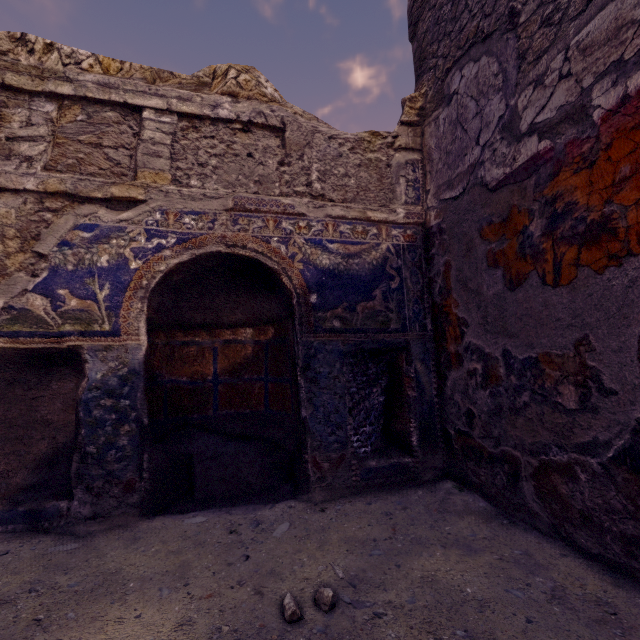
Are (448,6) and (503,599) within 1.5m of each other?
no
